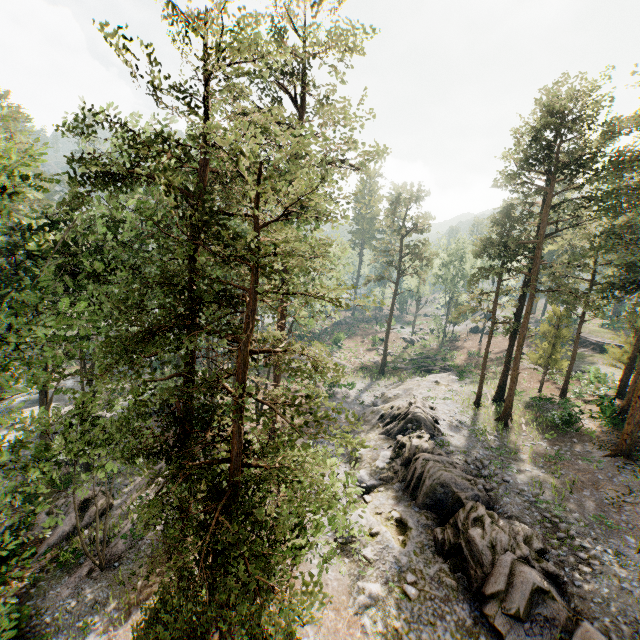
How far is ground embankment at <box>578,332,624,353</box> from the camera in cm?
4206

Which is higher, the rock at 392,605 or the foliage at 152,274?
the foliage at 152,274

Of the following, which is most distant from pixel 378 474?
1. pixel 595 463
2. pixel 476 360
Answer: pixel 476 360

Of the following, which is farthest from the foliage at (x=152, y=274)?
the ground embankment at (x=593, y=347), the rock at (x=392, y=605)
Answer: the ground embankment at (x=593, y=347)

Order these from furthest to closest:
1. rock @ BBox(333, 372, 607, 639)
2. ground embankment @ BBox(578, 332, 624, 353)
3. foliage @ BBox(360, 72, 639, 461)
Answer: ground embankment @ BBox(578, 332, 624, 353) → foliage @ BBox(360, 72, 639, 461) → rock @ BBox(333, 372, 607, 639)

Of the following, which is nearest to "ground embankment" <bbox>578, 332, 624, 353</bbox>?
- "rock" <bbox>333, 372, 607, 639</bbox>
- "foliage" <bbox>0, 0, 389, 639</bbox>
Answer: "foliage" <bbox>0, 0, 389, 639</bbox>

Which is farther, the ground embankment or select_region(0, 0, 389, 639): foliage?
the ground embankment
